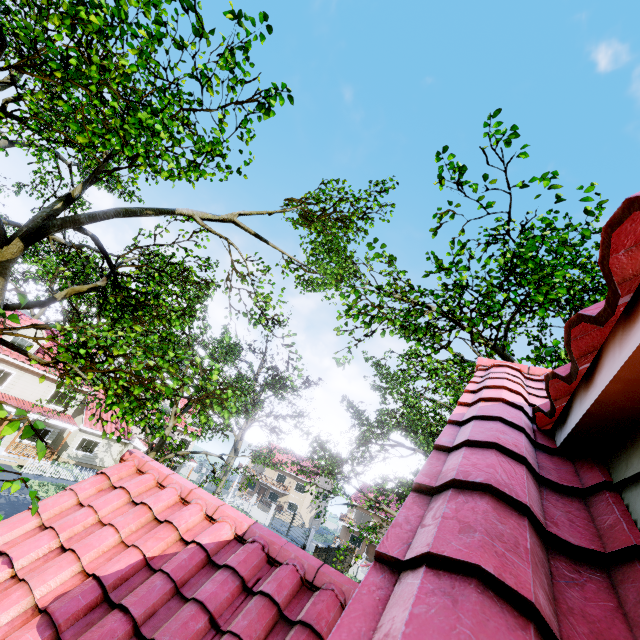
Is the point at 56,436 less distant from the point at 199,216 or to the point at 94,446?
the point at 94,446

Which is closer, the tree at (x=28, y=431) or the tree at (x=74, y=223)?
the tree at (x=28, y=431)

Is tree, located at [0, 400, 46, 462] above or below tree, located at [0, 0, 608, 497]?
below

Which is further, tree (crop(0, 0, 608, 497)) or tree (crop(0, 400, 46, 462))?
tree (crop(0, 0, 608, 497))

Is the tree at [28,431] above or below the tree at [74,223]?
below
